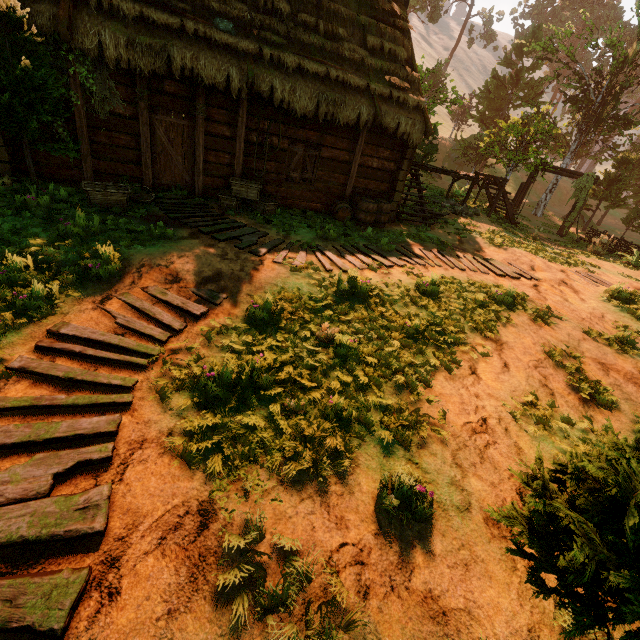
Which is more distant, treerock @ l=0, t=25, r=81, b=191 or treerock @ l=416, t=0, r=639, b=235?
treerock @ l=416, t=0, r=639, b=235

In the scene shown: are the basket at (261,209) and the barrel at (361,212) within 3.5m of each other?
yes

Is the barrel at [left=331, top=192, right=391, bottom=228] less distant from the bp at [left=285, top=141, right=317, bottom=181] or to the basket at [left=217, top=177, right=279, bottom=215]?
the bp at [left=285, top=141, right=317, bottom=181]

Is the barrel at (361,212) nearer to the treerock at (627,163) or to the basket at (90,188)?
the basket at (90,188)

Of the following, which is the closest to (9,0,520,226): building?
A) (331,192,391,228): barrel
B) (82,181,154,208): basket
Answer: (331,192,391,228): barrel

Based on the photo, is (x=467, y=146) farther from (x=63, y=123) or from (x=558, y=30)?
(x=558, y=30)

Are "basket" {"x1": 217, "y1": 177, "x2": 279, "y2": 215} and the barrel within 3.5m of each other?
yes

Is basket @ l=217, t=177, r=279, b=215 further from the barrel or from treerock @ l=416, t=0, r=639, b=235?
treerock @ l=416, t=0, r=639, b=235
